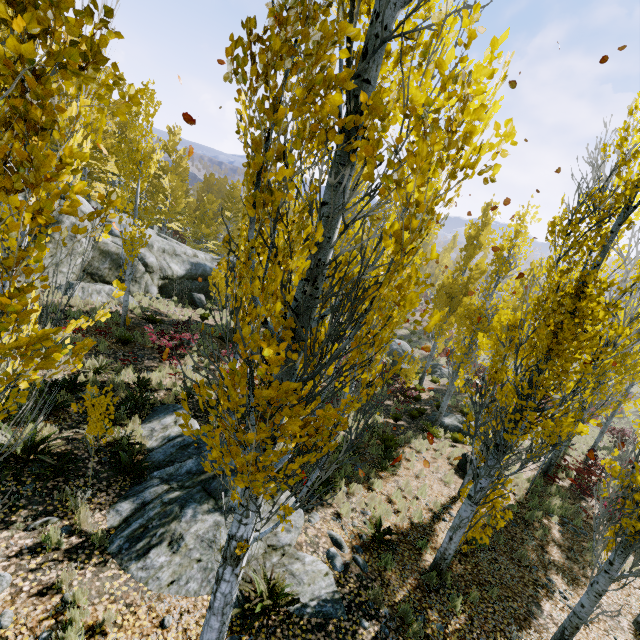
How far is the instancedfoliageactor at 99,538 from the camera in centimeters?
521cm

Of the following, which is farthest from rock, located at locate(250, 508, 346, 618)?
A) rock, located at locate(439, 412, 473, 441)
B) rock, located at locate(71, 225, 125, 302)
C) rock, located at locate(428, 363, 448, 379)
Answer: rock, located at locate(428, 363, 448, 379)

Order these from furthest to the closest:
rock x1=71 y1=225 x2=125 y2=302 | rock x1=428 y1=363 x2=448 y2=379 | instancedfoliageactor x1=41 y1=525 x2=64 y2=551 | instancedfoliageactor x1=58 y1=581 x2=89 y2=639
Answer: rock x1=428 y1=363 x2=448 y2=379
rock x1=71 y1=225 x2=125 y2=302
instancedfoliageactor x1=41 y1=525 x2=64 y2=551
instancedfoliageactor x1=58 y1=581 x2=89 y2=639

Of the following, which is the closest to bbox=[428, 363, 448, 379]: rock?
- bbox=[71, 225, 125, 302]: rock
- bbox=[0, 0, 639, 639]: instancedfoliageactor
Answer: bbox=[0, 0, 639, 639]: instancedfoliageactor

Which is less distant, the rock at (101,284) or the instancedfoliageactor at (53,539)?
the instancedfoliageactor at (53,539)

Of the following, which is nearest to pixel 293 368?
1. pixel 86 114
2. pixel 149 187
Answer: pixel 86 114

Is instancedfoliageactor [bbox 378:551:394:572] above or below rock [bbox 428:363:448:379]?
above

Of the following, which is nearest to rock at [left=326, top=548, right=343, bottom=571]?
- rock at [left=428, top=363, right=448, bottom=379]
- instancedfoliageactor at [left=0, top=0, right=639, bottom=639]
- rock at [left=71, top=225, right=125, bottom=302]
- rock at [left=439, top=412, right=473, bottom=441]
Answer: instancedfoliageactor at [left=0, top=0, right=639, bottom=639]
